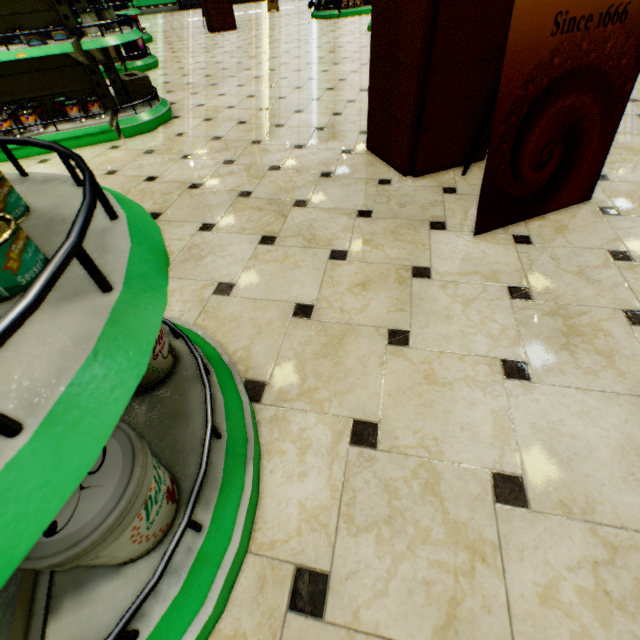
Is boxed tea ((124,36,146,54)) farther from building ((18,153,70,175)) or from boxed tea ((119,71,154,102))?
boxed tea ((119,71,154,102))

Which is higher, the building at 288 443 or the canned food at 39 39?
the canned food at 39 39

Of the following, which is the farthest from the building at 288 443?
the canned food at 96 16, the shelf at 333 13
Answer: the canned food at 96 16

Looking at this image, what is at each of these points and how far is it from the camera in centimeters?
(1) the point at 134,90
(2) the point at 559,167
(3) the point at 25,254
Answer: (1) boxed tea, 343cm
(2) sign, 171cm
(3) canned food, 51cm

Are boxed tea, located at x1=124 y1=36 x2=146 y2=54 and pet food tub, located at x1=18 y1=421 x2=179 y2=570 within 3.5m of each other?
no

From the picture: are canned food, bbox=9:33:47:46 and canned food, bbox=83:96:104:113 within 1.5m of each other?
yes

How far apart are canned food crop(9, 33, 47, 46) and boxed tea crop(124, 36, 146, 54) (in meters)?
3.45

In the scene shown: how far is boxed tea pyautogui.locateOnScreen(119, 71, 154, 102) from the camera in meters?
3.4 m
